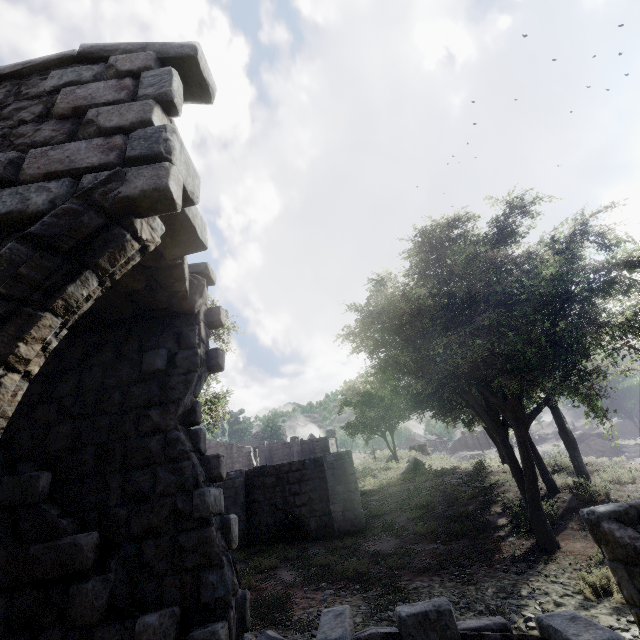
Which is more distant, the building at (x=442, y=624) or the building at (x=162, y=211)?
the building at (x=442, y=624)

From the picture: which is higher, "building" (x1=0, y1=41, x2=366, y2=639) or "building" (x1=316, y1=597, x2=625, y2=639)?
"building" (x1=0, y1=41, x2=366, y2=639)

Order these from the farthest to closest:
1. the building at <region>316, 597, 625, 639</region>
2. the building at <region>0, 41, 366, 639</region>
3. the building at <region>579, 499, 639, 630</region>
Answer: the building at <region>579, 499, 639, 630</region>
the building at <region>316, 597, 625, 639</region>
the building at <region>0, 41, 366, 639</region>

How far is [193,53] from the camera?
3.0 meters

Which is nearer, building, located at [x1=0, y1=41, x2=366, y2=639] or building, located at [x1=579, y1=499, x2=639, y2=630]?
building, located at [x1=0, y1=41, x2=366, y2=639]

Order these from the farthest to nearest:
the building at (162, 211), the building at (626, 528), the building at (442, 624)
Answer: the building at (626, 528), the building at (442, 624), the building at (162, 211)
